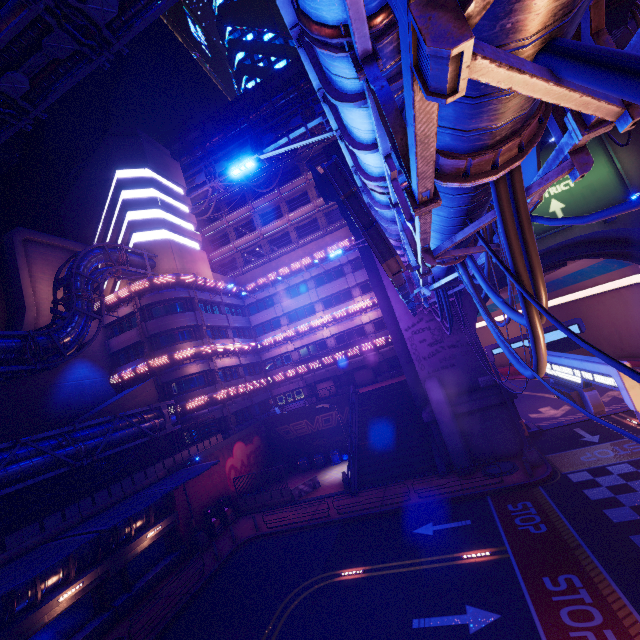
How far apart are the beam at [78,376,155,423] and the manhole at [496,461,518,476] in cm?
2672

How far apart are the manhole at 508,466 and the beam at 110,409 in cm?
2672

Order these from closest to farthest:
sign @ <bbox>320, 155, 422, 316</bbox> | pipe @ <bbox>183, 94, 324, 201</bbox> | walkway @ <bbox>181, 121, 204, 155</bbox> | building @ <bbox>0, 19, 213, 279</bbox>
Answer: sign @ <bbox>320, 155, 422, 316</bbox>, building @ <bbox>0, 19, 213, 279</bbox>, pipe @ <bbox>183, 94, 324, 201</bbox>, walkway @ <bbox>181, 121, 204, 155</bbox>

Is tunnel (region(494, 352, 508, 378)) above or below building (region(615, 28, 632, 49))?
below

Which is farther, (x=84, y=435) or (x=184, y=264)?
(x=184, y=264)

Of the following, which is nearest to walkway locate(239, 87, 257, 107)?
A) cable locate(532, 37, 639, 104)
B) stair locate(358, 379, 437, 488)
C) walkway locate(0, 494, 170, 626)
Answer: cable locate(532, 37, 639, 104)

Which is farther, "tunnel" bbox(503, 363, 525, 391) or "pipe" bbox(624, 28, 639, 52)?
"tunnel" bbox(503, 363, 525, 391)

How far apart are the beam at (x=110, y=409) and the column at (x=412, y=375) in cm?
2158
